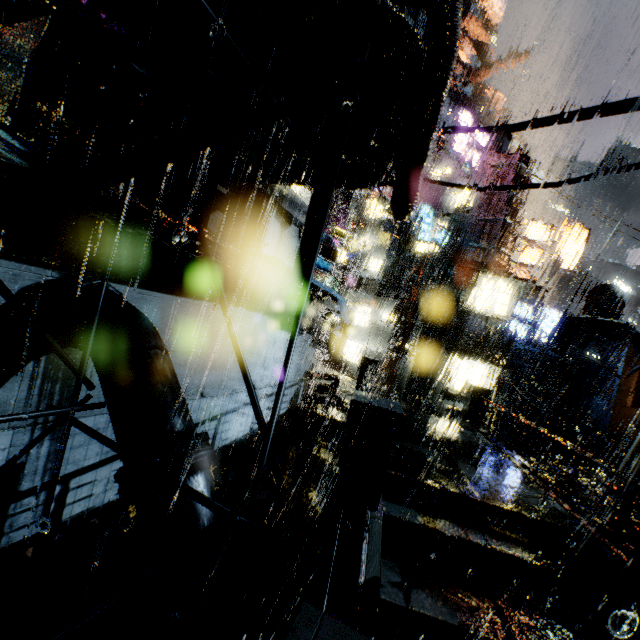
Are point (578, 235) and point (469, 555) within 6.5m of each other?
no

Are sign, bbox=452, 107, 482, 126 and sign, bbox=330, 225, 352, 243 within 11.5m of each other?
yes

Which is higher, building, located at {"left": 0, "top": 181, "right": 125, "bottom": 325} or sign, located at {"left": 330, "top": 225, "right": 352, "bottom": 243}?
sign, located at {"left": 330, "top": 225, "right": 352, "bottom": 243}

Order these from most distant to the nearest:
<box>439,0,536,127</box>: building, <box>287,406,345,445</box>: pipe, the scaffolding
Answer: <box>439,0,536,127</box>: building, <box>287,406,345,445</box>: pipe, the scaffolding

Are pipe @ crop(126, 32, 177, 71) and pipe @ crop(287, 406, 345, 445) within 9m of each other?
no

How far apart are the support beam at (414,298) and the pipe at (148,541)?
17.3m

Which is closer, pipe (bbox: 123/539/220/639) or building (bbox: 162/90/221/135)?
pipe (bbox: 123/539/220/639)

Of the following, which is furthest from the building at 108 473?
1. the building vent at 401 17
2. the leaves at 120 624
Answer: the leaves at 120 624
